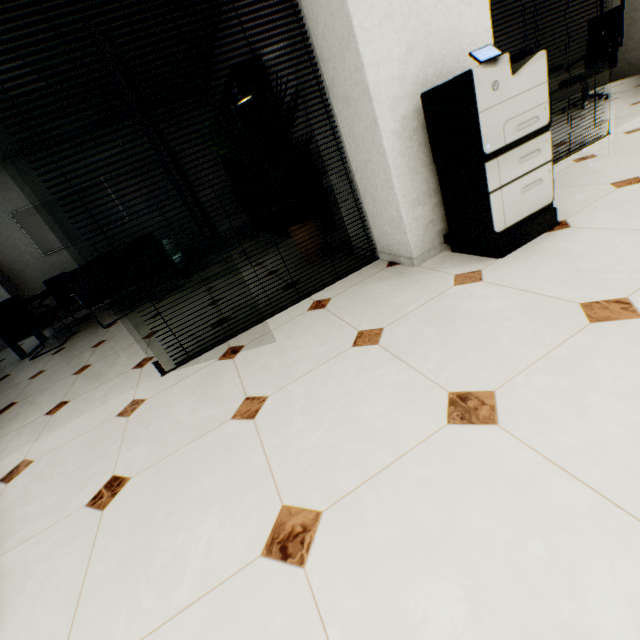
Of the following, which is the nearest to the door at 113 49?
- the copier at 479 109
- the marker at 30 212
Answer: the copier at 479 109

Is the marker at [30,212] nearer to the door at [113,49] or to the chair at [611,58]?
the door at [113,49]

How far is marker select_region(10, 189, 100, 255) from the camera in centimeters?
637cm

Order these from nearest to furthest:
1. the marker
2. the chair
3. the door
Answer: the door, the chair, the marker

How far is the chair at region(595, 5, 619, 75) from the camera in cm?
480

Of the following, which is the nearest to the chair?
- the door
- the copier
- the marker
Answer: the copier

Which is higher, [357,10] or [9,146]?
[9,146]

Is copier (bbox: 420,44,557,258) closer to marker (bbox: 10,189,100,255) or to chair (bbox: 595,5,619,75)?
chair (bbox: 595,5,619,75)
